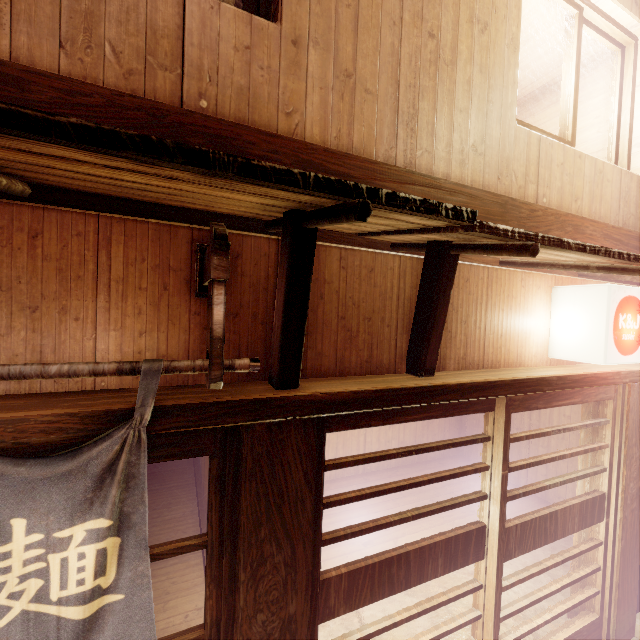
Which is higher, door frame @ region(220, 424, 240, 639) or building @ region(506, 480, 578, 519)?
door frame @ region(220, 424, 240, 639)

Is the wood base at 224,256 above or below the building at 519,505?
above

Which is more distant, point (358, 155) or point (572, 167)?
point (572, 167)

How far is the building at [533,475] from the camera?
10.6 meters

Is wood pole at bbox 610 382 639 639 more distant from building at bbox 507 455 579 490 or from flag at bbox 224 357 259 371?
flag at bbox 224 357 259 371

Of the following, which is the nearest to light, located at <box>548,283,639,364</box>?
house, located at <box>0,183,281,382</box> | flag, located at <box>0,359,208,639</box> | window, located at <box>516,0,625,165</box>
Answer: house, located at <box>0,183,281,382</box>

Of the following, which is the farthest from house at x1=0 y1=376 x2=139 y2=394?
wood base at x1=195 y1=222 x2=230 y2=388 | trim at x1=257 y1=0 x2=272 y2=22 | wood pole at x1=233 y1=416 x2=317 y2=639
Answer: trim at x1=257 y1=0 x2=272 y2=22

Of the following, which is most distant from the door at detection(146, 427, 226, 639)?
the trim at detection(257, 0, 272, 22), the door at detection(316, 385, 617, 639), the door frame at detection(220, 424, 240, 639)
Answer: the trim at detection(257, 0, 272, 22)
